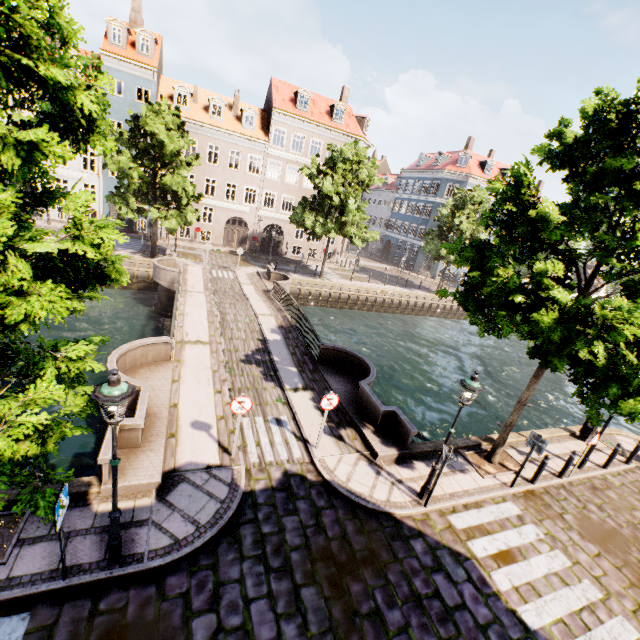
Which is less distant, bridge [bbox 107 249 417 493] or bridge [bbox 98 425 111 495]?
bridge [bbox 98 425 111 495]

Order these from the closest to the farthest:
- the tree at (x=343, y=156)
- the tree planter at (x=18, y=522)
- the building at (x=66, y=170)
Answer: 1. the tree planter at (x=18, y=522)
2. the tree at (x=343, y=156)
3. the building at (x=66, y=170)

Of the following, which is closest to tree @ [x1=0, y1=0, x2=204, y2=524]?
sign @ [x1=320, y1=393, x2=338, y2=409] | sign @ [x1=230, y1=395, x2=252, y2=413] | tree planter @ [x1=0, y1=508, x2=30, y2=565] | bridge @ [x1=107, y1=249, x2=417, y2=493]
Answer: tree planter @ [x1=0, y1=508, x2=30, y2=565]

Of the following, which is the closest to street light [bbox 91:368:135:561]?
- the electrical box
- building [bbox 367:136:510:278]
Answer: the electrical box

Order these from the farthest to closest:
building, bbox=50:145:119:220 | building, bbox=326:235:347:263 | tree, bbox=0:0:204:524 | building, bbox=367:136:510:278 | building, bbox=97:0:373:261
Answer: building, bbox=367:136:510:278 < building, bbox=326:235:347:263 < building, bbox=50:145:119:220 < building, bbox=97:0:373:261 < tree, bbox=0:0:204:524

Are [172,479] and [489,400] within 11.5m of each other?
no

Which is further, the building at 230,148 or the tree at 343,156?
the building at 230,148

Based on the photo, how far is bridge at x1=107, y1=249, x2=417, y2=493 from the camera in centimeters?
830cm
